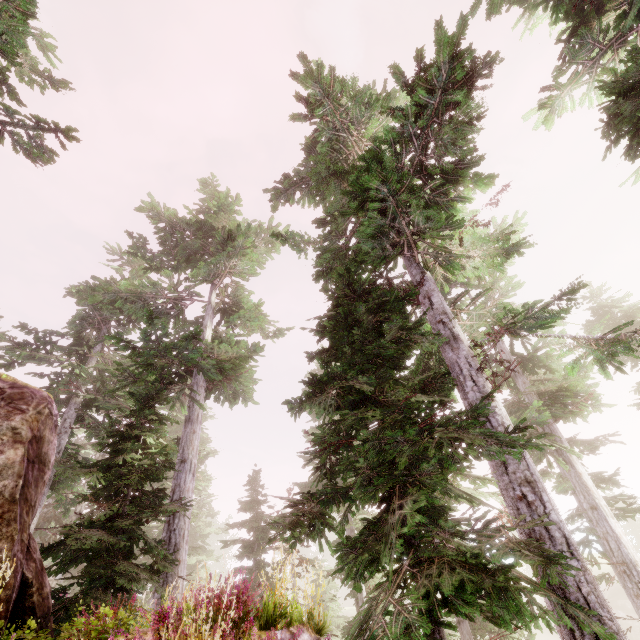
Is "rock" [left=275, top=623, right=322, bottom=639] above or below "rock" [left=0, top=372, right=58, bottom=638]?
below

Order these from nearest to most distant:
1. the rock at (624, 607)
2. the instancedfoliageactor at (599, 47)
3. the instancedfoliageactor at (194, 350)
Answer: the instancedfoliageactor at (194, 350)
the instancedfoliageactor at (599, 47)
the rock at (624, 607)

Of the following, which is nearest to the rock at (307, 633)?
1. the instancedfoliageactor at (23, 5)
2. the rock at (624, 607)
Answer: the instancedfoliageactor at (23, 5)

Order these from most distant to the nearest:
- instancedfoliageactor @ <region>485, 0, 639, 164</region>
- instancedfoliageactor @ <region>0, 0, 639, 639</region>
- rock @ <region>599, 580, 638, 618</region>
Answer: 1. rock @ <region>599, 580, 638, 618</region>
2. instancedfoliageactor @ <region>485, 0, 639, 164</region>
3. instancedfoliageactor @ <region>0, 0, 639, 639</region>

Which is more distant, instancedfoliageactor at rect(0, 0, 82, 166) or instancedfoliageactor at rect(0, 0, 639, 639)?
instancedfoliageactor at rect(0, 0, 82, 166)

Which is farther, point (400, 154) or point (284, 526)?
point (400, 154)

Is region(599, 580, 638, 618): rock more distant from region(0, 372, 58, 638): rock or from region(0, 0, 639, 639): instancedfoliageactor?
region(0, 372, 58, 638): rock
